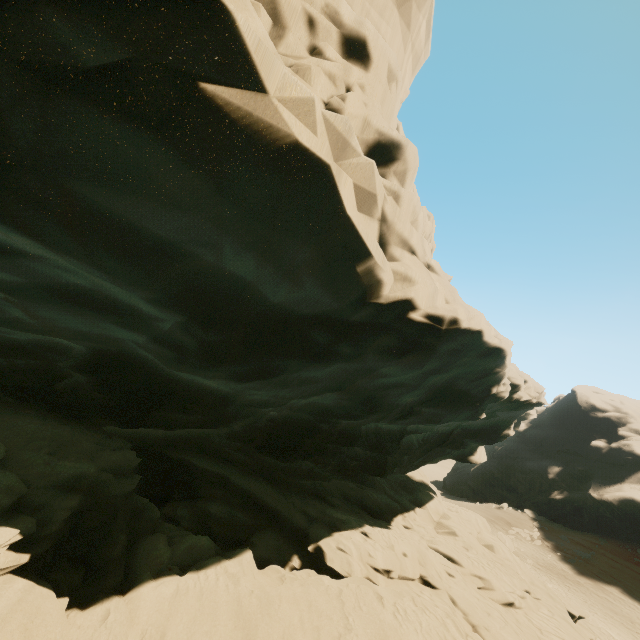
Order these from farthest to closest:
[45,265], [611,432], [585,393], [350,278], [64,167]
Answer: →
1. [585,393]
2. [611,432]
3. [350,278]
4. [45,265]
5. [64,167]
